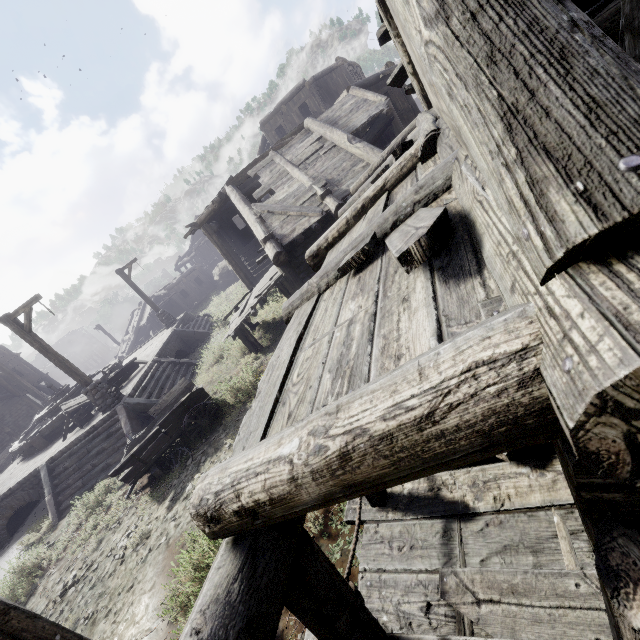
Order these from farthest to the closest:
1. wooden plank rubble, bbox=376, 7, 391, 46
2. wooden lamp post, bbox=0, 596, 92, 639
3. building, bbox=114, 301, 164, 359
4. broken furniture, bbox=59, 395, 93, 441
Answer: building, bbox=114, 301, 164, 359
broken furniture, bbox=59, 395, 93, 441
wooden plank rubble, bbox=376, 7, 391, 46
wooden lamp post, bbox=0, 596, 92, 639

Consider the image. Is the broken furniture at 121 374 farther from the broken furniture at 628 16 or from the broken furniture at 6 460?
the broken furniture at 628 16

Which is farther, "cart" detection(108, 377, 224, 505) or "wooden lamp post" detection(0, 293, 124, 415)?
"wooden lamp post" detection(0, 293, 124, 415)

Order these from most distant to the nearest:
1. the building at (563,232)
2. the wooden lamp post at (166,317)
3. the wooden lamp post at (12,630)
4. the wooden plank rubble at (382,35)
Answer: the wooden lamp post at (166,317) < the wooden plank rubble at (382,35) < the wooden lamp post at (12,630) < the building at (563,232)

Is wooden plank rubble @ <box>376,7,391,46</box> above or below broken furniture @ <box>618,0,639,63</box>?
above

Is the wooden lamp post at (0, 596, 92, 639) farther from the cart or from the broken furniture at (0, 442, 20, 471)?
the broken furniture at (0, 442, 20, 471)

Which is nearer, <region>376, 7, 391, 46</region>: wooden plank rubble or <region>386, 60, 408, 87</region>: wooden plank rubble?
<region>376, 7, 391, 46</region>: wooden plank rubble

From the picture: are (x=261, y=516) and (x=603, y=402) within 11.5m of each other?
yes
